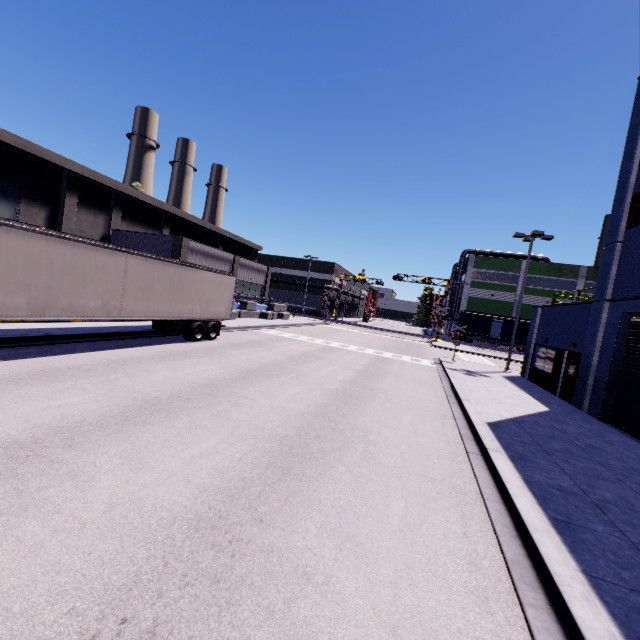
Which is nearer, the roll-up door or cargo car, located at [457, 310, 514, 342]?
the roll-up door

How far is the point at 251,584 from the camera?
3.5 meters

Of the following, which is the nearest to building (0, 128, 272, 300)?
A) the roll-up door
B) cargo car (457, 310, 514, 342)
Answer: the roll-up door

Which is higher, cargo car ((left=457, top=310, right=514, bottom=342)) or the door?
cargo car ((left=457, top=310, right=514, bottom=342))

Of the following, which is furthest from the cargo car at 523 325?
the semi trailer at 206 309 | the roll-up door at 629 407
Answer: the semi trailer at 206 309

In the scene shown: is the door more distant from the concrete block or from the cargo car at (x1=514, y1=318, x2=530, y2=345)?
the concrete block

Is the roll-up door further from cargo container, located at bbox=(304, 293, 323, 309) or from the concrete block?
cargo container, located at bbox=(304, 293, 323, 309)

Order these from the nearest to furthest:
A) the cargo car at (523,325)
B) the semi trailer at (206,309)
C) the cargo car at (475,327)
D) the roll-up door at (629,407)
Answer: the semi trailer at (206,309)
the roll-up door at (629,407)
the cargo car at (523,325)
the cargo car at (475,327)
